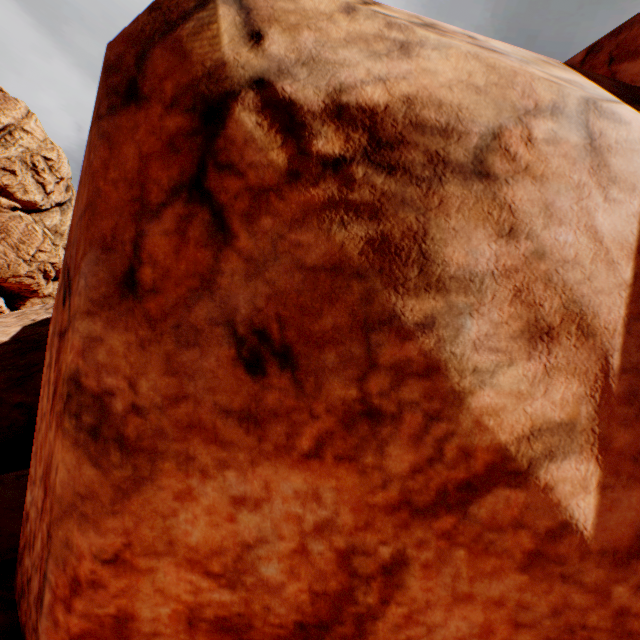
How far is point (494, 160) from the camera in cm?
215
